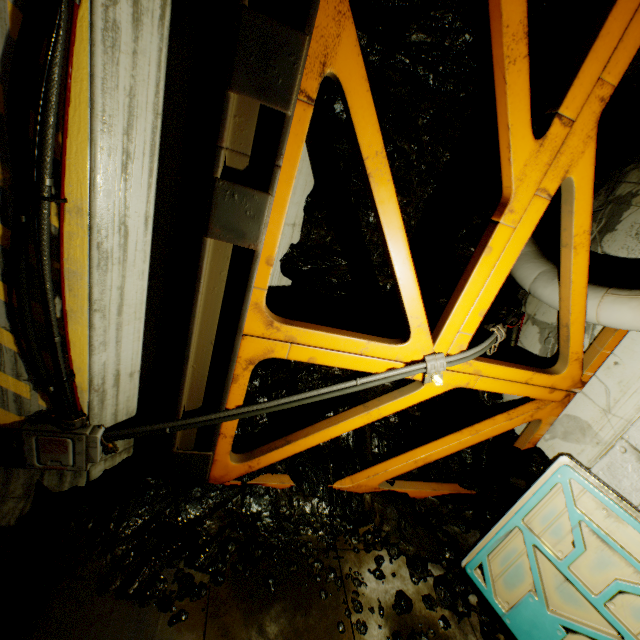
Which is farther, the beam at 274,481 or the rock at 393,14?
the beam at 274,481

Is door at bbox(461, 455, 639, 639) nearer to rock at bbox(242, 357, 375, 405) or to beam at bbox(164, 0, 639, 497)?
rock at bbox(242, 357, 375, 405)

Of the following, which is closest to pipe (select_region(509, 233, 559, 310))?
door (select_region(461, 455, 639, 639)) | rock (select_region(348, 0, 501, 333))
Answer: rock (select_region(348, 0, 501, 333))

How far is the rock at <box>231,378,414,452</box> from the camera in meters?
4.5

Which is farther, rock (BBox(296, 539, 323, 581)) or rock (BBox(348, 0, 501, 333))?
rock (BBox(296, 539, 323, 581))

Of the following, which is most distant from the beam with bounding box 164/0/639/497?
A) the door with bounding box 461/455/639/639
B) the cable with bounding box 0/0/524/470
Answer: the door with bounding box 461/455/639/639

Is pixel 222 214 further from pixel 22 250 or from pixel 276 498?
pixel 276 498

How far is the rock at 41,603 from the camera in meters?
2.8 m
